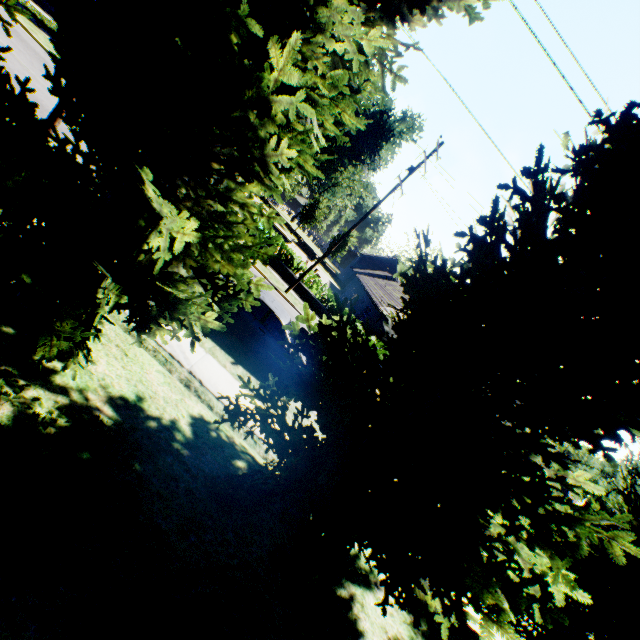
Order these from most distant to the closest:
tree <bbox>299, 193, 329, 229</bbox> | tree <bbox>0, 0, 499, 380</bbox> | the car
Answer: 1. tree <bbox>299, 193, 329, 229</bbox>
2. the car
3. tree <bbox>0, 0, 499, 380</bbox>

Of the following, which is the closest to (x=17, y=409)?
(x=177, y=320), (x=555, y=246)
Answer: (x=177, y=320)

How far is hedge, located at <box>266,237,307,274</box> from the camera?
22.2m

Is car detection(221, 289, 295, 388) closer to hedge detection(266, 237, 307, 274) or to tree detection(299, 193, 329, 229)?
tree detection(299, 193, 329, 229)

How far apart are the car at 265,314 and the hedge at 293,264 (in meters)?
11.20

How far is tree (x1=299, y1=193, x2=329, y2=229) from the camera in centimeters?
4959cm

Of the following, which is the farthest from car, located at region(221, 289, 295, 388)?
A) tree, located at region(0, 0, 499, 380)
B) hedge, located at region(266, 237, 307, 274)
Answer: hedge, located at region(266, 237, 307, 274)

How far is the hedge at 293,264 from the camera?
22.16m
